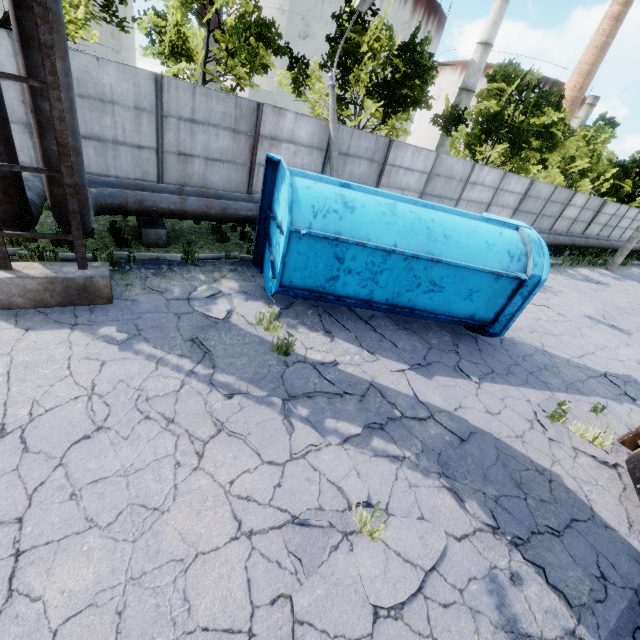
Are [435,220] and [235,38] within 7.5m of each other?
no

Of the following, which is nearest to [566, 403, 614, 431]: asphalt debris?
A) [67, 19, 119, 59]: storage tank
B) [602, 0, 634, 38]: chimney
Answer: [67, 19, 119, 59]: storage tank

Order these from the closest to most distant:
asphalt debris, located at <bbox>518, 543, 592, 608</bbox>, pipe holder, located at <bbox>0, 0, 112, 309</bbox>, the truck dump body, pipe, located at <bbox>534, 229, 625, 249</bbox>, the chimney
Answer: asphalt debris, located at <bbox>518, 543, 592, 608</bbox>
pipe holder, located at <bbox>0, 0, 112, 309</bbox>
the truck dump body
pipe, located at <bbox>534, 229, 625, 249</bbox>
the chimney

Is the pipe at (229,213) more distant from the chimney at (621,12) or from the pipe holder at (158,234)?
the chimney at (621,12)

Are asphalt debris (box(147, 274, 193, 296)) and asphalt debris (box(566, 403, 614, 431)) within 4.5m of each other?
no

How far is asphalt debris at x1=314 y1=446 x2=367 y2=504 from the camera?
3.95m

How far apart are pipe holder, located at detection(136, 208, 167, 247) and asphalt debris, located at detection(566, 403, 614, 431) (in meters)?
9.27

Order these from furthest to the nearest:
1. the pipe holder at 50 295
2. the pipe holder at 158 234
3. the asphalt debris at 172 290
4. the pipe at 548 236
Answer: the pipe at 548 236
the pipe holder at 158 234
the asphalt debris at 172 290
the pipe holder at 50 295
